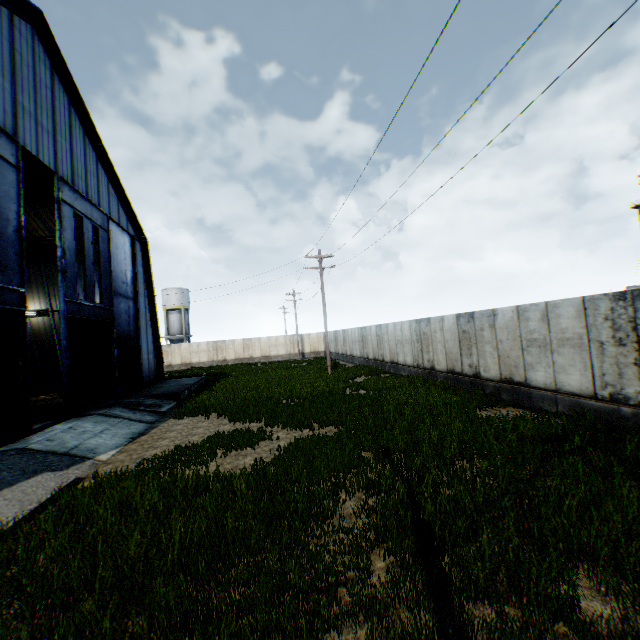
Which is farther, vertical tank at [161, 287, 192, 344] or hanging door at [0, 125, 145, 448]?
vertical tank at [161, 287, 192, 344]

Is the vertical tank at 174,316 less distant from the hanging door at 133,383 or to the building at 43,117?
the building at 43,117

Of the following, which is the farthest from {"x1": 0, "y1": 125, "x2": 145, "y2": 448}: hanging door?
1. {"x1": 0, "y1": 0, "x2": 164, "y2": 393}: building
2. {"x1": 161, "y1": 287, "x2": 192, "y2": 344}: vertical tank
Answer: {"x1": 161, "y1": 287, "x2": 192, "y2": 344}: vertical tank

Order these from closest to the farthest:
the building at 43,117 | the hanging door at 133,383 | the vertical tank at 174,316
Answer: the hanging door at 133,383
the building at 43,117
the vertical tank at 174,316

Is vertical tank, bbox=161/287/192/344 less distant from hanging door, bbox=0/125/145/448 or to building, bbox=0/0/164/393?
building, bbox=0/0/164/393

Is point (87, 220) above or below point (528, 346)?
above

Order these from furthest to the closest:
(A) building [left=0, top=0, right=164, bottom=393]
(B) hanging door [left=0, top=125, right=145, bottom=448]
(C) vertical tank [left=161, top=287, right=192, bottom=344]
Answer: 1. (C) vertical tank [left=161, top=287, right=192, bottom=344]
2. (A) building [left=0, top=0, right=164, bottom=393]
3. (B) hanging door [left=0, top=125, right=145, bottom=448]
